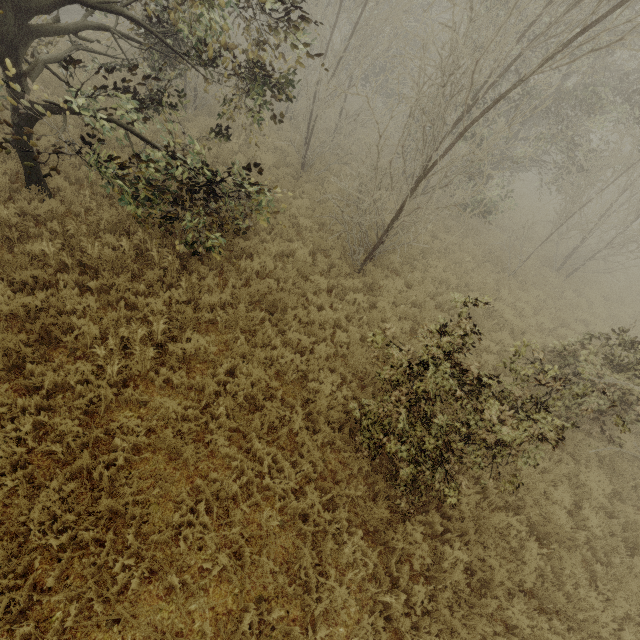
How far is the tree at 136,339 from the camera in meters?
5.1

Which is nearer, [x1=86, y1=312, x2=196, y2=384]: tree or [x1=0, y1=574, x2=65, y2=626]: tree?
[x1=0, y1=574, x2=65, y2=626]: tree

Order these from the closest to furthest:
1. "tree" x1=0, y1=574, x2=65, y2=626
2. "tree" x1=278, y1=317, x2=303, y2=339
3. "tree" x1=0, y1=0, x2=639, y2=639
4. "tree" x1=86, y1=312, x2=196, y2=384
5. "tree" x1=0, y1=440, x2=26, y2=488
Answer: "tree" x1=0, y1=574, x2=65, y2=626 → "tree" x1=0, y1=440, x2=26, y2=488 → "tree" x1=0, y1=0, x2=639, y2=639 → "tree" x1=86, y1=312, x2=196, y2=384 → "tree" x1=278, y1=317, x2=303, y2=339

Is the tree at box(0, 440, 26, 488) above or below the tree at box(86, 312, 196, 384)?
below

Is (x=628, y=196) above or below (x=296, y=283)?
above
